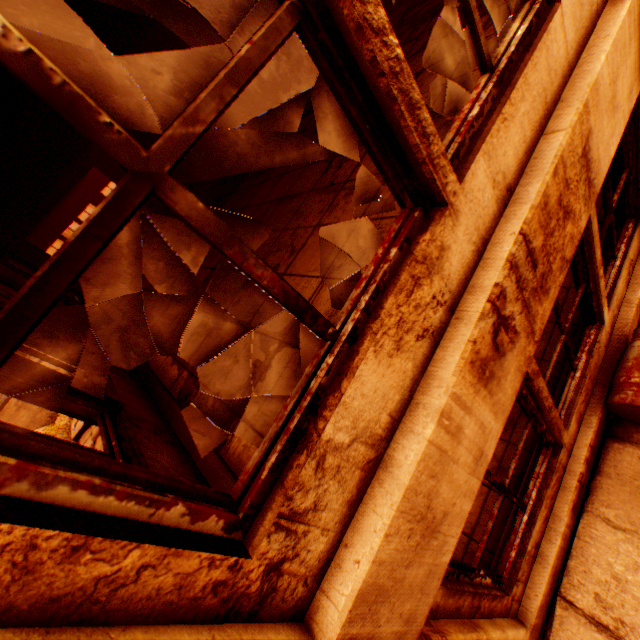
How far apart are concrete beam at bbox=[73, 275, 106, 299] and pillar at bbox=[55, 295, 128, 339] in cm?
461

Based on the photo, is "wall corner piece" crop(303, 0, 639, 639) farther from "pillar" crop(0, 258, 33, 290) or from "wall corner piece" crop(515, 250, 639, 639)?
"wall corner piece" crop(515, 250, 639, 639)

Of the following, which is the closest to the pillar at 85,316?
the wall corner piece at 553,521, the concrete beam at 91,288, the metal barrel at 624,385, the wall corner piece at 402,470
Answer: the wall corner piece at 402,470

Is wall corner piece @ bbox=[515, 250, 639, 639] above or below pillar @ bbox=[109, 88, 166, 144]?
below

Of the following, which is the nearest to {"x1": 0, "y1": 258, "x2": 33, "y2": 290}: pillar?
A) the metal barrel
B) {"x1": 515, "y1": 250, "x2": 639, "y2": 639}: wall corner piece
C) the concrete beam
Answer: {"x1": 515, "y1": 250, "x2": 639, "y2": 639}: wall corner piece

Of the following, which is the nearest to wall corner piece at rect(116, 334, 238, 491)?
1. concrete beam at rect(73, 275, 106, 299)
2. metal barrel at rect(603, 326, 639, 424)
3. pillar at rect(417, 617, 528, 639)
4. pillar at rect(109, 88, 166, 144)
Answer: pillar at rect(417, 617, 528, 639)

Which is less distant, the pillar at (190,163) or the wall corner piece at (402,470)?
the wall corner piece at (402,470)

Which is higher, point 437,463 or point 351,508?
point 351,508
